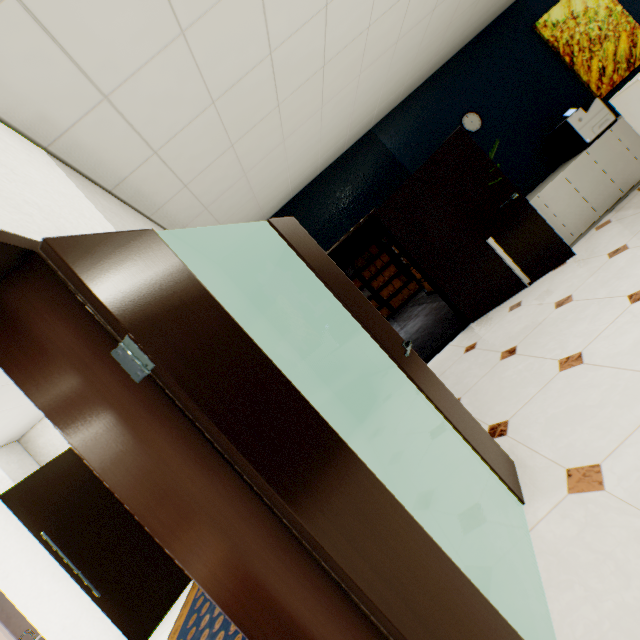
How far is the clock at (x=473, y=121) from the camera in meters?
4.6

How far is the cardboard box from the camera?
10.0m

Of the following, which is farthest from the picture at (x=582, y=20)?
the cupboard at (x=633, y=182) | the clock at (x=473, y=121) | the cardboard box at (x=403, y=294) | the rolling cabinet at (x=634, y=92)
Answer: the cardboard box at (x=403, y=294)

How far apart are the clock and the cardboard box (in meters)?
5.64

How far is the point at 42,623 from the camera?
3.9m

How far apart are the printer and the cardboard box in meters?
5.5 m

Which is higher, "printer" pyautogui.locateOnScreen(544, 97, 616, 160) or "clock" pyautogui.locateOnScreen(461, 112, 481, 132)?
"clock" pyautogui.locateOnScreen(461, 112, 481, 132)

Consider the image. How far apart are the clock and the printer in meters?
0.9 m
